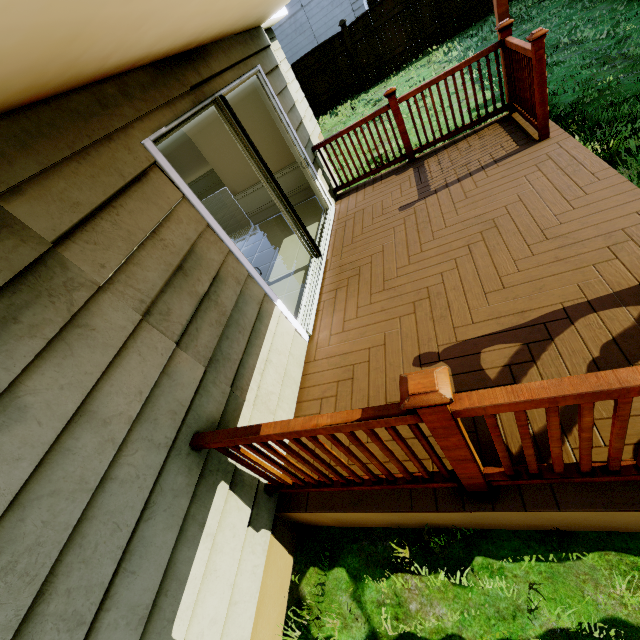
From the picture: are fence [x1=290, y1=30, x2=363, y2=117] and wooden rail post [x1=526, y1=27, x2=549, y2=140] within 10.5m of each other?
no

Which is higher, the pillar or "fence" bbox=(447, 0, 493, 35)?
the pillar

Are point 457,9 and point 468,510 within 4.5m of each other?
no

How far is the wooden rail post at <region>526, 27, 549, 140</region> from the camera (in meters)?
3.05

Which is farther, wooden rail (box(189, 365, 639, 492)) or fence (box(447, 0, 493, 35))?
fence (box(447, 0, 493, 35))

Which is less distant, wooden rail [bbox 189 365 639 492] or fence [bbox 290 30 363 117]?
wooden rail [bbox 189 365 639 492]

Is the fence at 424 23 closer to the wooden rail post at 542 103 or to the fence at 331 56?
the fence at 331 56

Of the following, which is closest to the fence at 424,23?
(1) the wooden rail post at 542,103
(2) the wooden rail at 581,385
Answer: (1) the wooden rail post at 542,103
